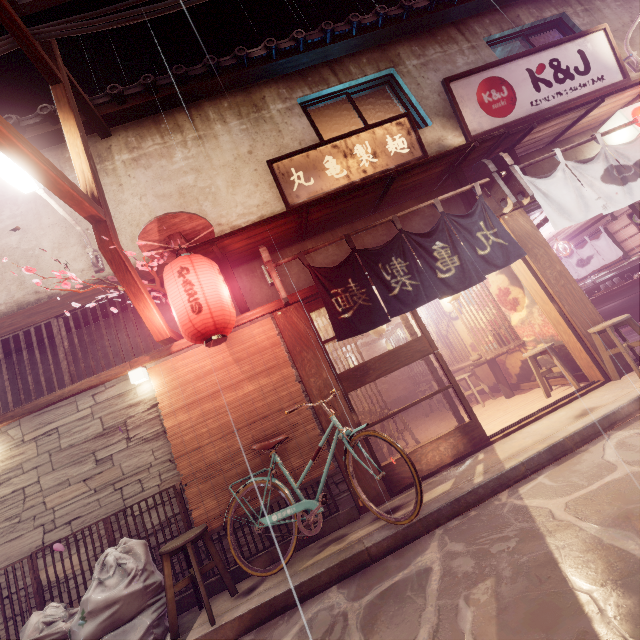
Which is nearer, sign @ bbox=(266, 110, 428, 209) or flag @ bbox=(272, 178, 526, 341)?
flag @ bbox=(272, 178, 526, 341)

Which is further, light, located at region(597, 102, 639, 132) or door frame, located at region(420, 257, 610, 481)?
light, located at region(597, 102, 639, 132)

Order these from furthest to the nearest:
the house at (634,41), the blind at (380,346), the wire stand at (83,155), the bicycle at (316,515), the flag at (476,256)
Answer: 1. the blind at (380,346)
2. the house at (634,41)
3. the flag at (476,256)
4. the bicycle at (316,515)
5. the wire stand at (83,155)

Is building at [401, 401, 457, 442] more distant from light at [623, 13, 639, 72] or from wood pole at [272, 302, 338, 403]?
light at [623, 13, 639, 72]

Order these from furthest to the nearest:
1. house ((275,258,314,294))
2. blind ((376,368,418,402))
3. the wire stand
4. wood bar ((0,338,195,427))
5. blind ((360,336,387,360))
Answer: blind ((360,336,387,360)) → blind ((376,368,418,402)) → house ((275,258,314,294)) → wood bar ((0,338,195,427)) → the wire stand

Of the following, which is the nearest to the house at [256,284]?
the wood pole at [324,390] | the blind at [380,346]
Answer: the wood pole at [324,390]

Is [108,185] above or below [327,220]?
above

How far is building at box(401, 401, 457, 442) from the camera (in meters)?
11.66
